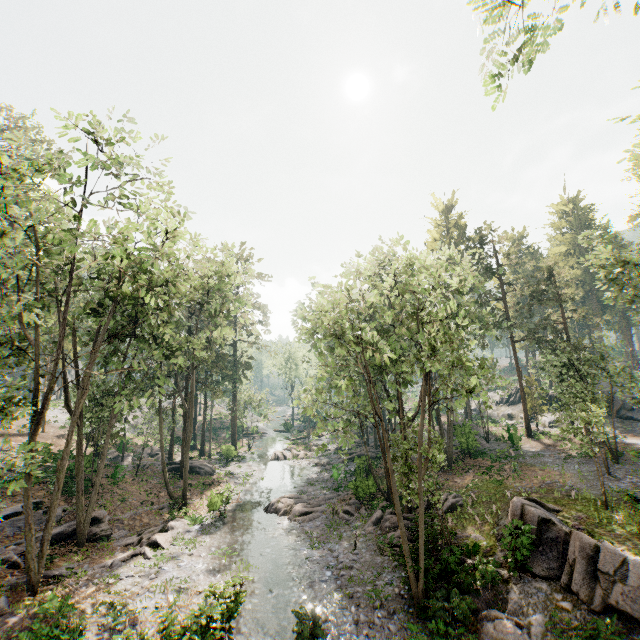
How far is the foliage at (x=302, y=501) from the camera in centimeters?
2352cm

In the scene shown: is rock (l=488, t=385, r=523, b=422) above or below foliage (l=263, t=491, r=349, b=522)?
above

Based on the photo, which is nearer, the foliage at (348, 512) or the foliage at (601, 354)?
the foliage at (601, 354)

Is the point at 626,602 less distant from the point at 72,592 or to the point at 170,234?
the point at 72,592

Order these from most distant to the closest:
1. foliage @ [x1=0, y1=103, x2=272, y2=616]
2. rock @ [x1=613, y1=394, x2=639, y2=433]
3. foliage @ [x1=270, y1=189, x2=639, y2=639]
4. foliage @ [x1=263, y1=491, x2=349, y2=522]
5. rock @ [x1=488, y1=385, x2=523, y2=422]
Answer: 1. rock @ [x1=488, y1=385, x2=523, y2=422]
2. rock @ [x1=613, y1=394, x2=639, y2=433]
3. foliage @ [x1=263, y1=491, x2=349, y2=522]
4. foliage @ [x1=270, y1=189, x2=639, y2=639]
5. foliage @ [x1=0, y1=103, x2=272, y2=616]

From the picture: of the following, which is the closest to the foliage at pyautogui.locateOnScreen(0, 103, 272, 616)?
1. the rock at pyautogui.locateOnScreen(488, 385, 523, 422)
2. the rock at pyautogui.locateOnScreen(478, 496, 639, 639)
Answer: the rock at pyautogui.locateOnScreen(478, 496, 639, 639)

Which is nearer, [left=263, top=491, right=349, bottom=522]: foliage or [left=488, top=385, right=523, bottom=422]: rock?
[left=263, top=491, right=349, bottom=522]: foliage
